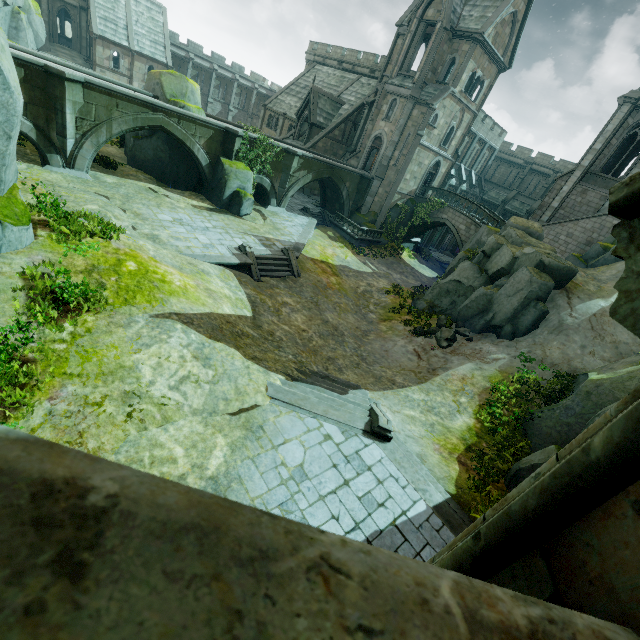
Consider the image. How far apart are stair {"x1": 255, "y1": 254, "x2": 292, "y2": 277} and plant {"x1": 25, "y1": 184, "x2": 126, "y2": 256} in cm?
807

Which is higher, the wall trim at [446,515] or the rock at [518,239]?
the rock at [518,239]

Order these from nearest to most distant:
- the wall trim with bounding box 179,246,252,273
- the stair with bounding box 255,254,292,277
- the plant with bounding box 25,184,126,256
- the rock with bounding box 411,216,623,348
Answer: the plant with bounding box 25,184,126,256, the wall trim with bounding box 179,246,252,273, the rock with bounding box 411,216,623,348, the stair with bounding box 255,254,292,277

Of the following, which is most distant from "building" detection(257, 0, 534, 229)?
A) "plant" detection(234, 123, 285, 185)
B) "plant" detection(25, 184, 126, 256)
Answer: "plant" detection(25, 184, 126, 256)

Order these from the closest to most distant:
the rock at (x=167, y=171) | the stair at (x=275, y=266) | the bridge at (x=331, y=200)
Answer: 1. the stair at (x=275, y=266)
2. the rock at (x=167, y=171)
3. the bridge at (x=331, y=200)

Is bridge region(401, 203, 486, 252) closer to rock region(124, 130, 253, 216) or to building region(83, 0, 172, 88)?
building region(83, 0, 172, 88)

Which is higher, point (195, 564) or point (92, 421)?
point (195, 564)

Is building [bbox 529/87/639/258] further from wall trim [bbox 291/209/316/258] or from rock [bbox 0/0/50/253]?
wall trim [bbox 291/209/316/258]
